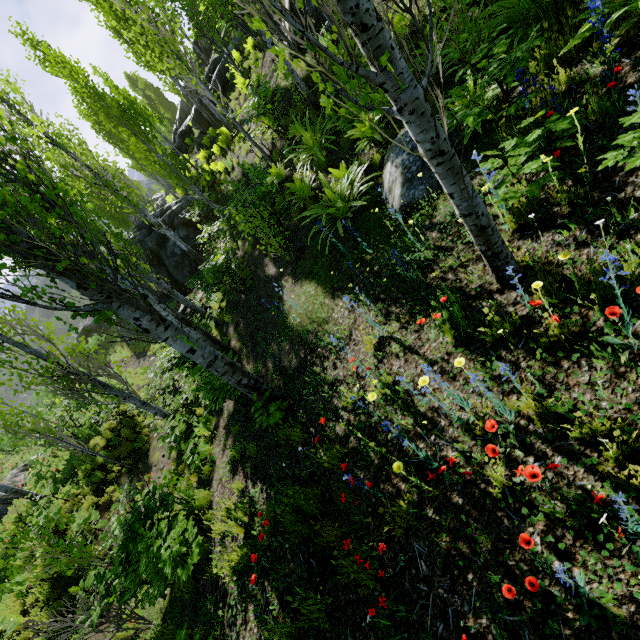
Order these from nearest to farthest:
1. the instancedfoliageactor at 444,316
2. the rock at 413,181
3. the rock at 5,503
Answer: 1. the instancedfoliageactor at 444,316
2. the rock at 413,181
3. the rock at 5,503

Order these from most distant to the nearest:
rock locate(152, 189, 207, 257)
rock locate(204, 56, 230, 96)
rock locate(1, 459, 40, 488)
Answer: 1. rock locate(152, 189, 207, 257)
2. rock locate(204, 56, 230, 96)
3. rock locate(1, 459, 40, 488)

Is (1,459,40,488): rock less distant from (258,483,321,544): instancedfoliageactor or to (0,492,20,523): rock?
(258,483,321,544): instancedfoliageactor

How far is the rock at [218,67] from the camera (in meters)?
16.81

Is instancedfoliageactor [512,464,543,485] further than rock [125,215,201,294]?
No

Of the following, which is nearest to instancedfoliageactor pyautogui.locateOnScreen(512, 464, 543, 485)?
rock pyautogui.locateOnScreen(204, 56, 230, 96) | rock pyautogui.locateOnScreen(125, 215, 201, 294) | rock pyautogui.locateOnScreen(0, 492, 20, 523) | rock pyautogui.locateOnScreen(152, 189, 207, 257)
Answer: rock pyautogui.locateOnScreen(152, 189, 207, 257)

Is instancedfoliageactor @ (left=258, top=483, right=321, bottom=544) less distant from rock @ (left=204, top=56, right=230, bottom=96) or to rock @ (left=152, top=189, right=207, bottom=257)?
rock @ (left=152, top=189, right=207, bottom=257)

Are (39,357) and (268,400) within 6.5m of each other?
yes
